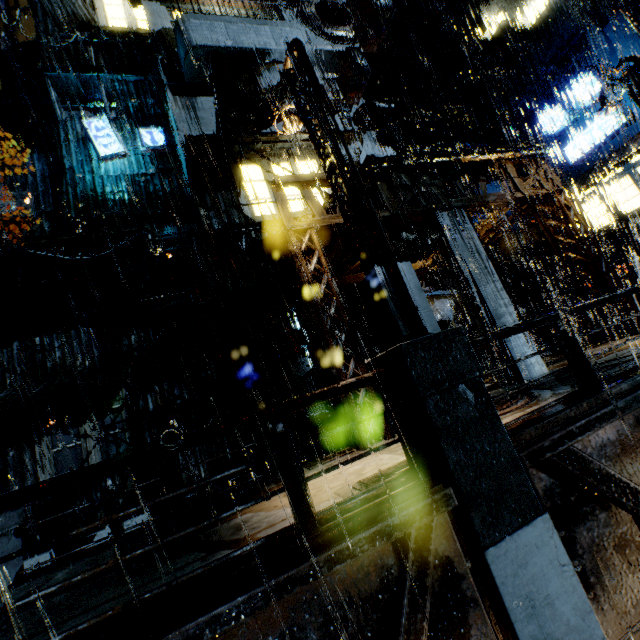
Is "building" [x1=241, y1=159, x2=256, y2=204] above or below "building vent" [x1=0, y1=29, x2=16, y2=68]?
below

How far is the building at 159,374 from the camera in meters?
13.6

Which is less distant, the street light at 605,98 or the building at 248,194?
the street light at 605,98

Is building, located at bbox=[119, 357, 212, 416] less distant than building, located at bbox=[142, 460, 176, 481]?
No

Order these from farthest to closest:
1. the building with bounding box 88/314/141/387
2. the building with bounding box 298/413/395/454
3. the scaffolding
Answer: the building with bounding box 88/314/141/387 < the scaffolding < the building with bounding box 298/413/395/454

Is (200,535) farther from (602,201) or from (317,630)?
(602,201)

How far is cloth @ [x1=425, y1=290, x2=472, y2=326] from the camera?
16.5m

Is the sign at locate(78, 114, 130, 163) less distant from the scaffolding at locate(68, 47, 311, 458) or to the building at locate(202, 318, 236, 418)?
the building at locate(202, 318, 236, 418)
